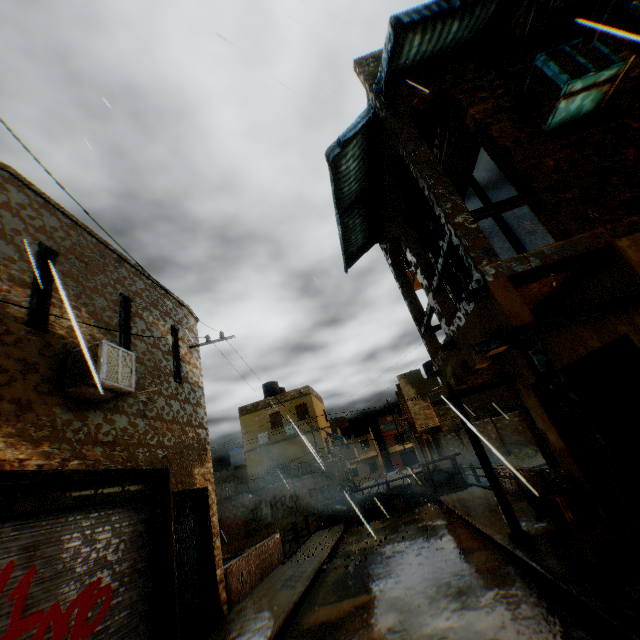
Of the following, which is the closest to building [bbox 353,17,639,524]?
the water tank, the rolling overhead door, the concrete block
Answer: the rolling overhead door

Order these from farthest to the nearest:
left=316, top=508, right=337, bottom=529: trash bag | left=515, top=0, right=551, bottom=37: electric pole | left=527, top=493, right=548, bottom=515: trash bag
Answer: left=316, top=508, right=337, bottom=529: trash bag, left=527, top=493, right=548, bottom=515: trash bag, left=515, top=0, right=551, bottom=37: electric pole

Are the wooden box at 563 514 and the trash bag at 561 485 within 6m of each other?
yes

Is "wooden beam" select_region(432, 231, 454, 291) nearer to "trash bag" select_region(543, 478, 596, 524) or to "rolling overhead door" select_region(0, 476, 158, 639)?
"rolling overhead door" select_region(0, 476, 158, 639)

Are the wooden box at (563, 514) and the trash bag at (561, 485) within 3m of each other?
yes

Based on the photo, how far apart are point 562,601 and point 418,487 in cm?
1422

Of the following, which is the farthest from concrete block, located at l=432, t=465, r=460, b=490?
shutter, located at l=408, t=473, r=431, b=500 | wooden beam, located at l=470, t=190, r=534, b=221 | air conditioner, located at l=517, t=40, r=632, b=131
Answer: air conditioner, located at l=517, t=40, r=632, b=131

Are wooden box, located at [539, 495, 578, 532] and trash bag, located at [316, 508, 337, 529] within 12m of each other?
no
